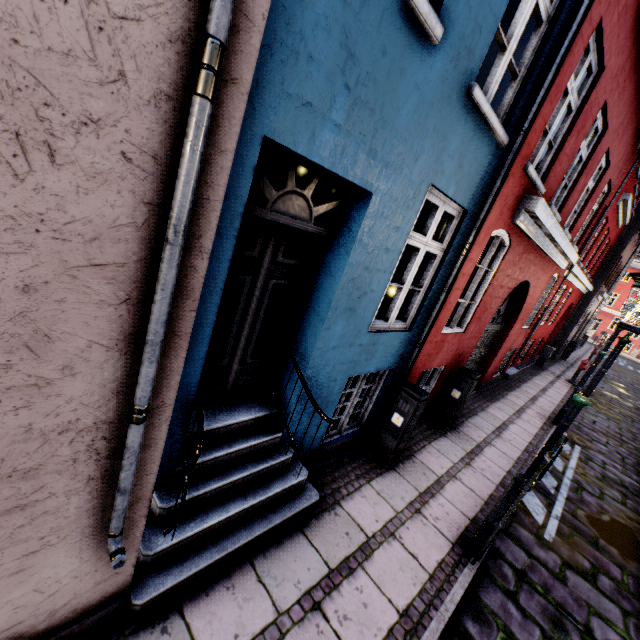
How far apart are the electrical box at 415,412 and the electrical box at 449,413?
2.1 meters

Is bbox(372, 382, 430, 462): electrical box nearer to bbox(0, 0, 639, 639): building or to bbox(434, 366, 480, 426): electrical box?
bbox(0, 0, 639, 639): building

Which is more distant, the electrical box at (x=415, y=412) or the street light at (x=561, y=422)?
the electrical box at (x=415, y=412)

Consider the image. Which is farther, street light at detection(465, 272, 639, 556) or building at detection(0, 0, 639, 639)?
street light at detection(465, 272, 639, 556)

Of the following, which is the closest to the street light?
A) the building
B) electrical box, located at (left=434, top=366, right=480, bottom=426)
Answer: the building

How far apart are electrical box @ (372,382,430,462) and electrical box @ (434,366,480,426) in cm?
209

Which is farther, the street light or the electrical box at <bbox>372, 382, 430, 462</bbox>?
the electrical box at <bbox>372, 382, 430, 462</bbox>

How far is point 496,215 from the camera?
4.6m
